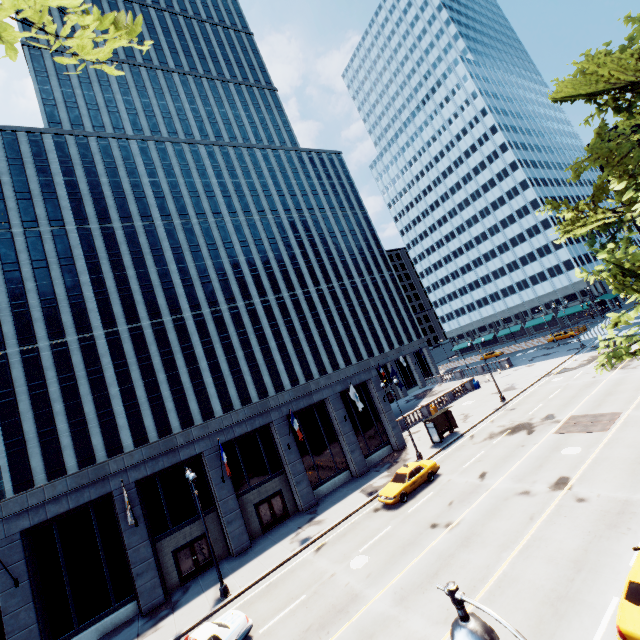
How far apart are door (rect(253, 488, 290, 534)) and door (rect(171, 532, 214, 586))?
3.47m

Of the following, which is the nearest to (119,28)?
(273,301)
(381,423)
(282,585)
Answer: (282,585)

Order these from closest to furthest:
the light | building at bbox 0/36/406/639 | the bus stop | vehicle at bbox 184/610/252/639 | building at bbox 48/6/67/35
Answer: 1. the light
2. vehicle at bbox 184/610/252/639
3. building at bbox 0/36/406/639
4. the bus stop
5. building at bbox 48/6/67/35

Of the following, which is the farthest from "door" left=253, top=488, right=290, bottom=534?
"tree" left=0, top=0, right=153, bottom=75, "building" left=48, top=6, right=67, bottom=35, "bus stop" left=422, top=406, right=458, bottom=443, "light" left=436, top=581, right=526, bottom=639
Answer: "building" left=48, top=6, right=67, bottom=35

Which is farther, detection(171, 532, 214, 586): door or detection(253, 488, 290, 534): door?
detection(253, 488, 290, 534): door

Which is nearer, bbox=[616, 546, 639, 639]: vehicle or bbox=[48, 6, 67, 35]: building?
bbox=[616, 546, 639, 639]: vehicle

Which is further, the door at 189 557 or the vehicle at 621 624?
the door at 189 557

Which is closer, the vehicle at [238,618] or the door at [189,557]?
the vehicle at [238,618]
